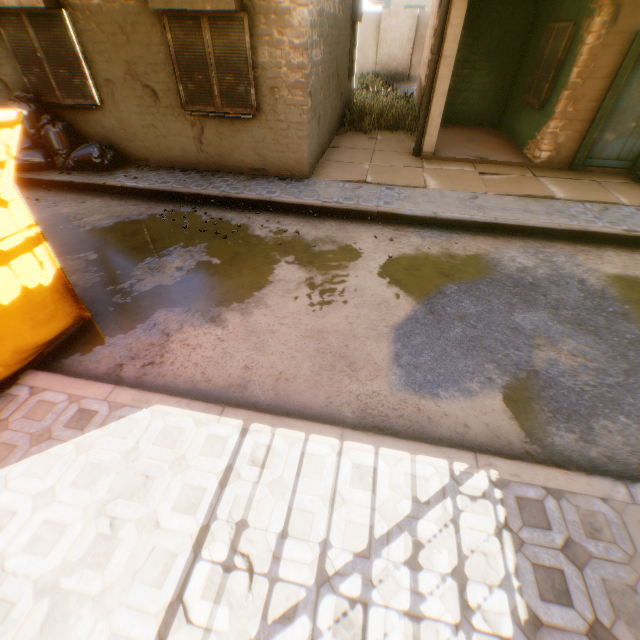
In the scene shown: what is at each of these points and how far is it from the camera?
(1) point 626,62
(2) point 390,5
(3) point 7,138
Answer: (1) door frame, 6.7 meters
(2) building, 34.1 meters
(3) tent, 2.8 meters

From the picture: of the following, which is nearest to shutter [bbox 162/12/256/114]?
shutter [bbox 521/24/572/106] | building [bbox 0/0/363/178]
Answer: building [bbox 0/0/363/178]

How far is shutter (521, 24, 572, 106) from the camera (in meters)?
7.46

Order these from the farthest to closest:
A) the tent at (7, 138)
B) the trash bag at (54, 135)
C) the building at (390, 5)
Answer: the building at (390, 5)
the trash bag at (54, 135)
the tent at (7, 138)

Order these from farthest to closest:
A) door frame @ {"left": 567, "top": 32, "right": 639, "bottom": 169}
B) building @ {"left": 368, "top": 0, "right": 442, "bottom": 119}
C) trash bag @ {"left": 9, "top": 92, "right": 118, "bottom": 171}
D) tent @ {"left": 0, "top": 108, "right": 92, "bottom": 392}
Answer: building @ {"left": 368, "top": 0, "right": 442, "bottom": 119}
trash bag @ {"left": 9, "top": 92, "right": 118, "bottom": 171}
door frame @ {"left": 567, "top": 32, "right": 639, "bottom": 169}
tent @ {"left": 0, "top": 108, "right": 92, "bottom": 392}

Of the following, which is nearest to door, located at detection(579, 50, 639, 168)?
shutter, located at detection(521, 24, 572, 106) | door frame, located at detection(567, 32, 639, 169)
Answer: door frame, located at detection(567, 32, 639, 169)

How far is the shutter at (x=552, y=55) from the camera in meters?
7.5

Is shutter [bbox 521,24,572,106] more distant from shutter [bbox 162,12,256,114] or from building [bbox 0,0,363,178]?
shutter [bbox 162,12,256,114]
